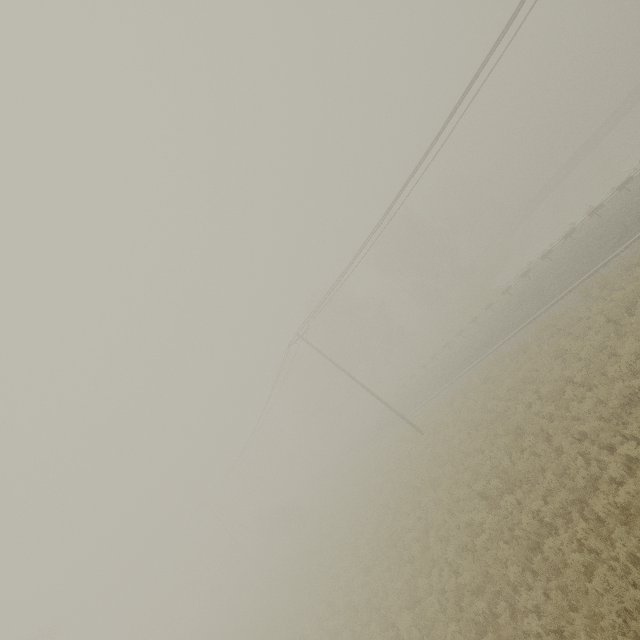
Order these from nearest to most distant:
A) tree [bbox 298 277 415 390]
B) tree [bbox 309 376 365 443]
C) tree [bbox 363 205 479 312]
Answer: tree [bbox 363 205 479 312] → tree [bbox 298 277 415 390] → tree [bbox 309 376 365 443]

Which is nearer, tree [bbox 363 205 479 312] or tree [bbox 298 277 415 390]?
tree [bbox 363 205 479 312]

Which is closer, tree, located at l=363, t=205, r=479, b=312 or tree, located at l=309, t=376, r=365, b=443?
tree, located at l=363, t=205, r=479, b=312

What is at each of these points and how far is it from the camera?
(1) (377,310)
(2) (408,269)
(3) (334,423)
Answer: (1) tree, 49.2m
(2) tree, 50.9m
(3) tree, 57.1m

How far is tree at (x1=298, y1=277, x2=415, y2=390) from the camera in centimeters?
4794cm

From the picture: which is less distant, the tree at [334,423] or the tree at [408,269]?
the tree at [408,269]

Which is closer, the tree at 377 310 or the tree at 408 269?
the tree at 408 269
